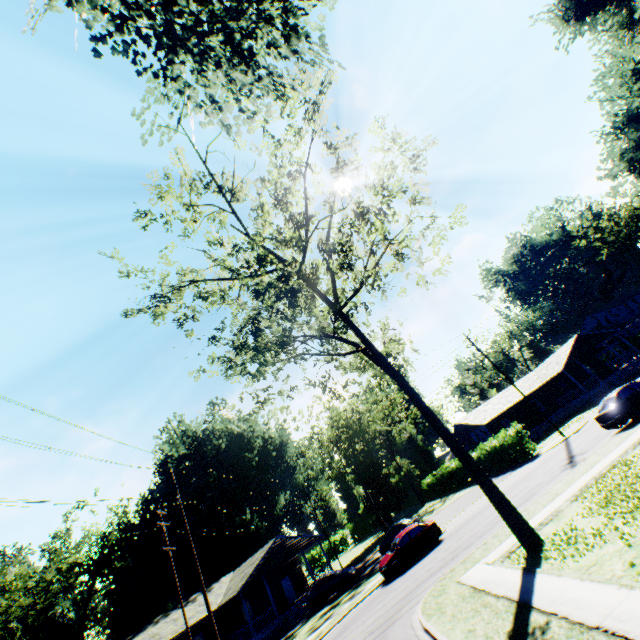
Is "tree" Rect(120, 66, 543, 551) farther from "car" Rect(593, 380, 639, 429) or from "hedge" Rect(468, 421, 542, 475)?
"hedge" Rect(468, 421, 542, 475)

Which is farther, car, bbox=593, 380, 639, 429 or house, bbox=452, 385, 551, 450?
house, bbox=452, 385, 551, 450

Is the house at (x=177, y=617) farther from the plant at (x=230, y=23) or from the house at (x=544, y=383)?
the plant at (x=230, y=23)

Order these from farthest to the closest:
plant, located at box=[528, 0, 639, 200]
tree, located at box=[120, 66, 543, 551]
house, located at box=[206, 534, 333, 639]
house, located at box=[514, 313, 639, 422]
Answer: house, located at box=[514, 313, 639, 422]
house, located at box=[206, 534, 333, 639]
plant, located at box=[528, 0, 639, 200]
tree, located at box=[120, 66, 543, 551]

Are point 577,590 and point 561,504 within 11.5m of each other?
yes

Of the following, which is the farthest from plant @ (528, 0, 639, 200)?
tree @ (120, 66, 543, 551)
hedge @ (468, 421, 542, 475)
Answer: hedge @ (468, 421, 542, 475)

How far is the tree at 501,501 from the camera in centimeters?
1241cm

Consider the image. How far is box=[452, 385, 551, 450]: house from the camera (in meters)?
39.22
